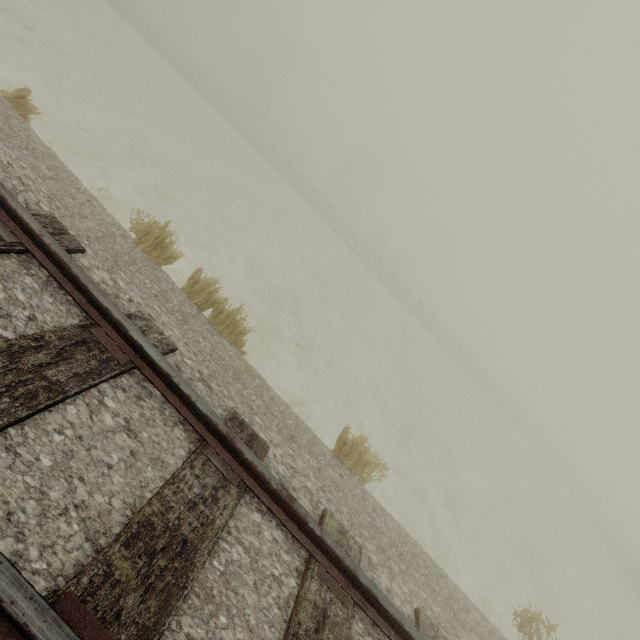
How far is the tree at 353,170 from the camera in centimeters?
5606cm

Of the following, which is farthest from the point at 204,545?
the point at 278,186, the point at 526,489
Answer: the point at 278,186

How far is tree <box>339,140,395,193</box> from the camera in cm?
5606
